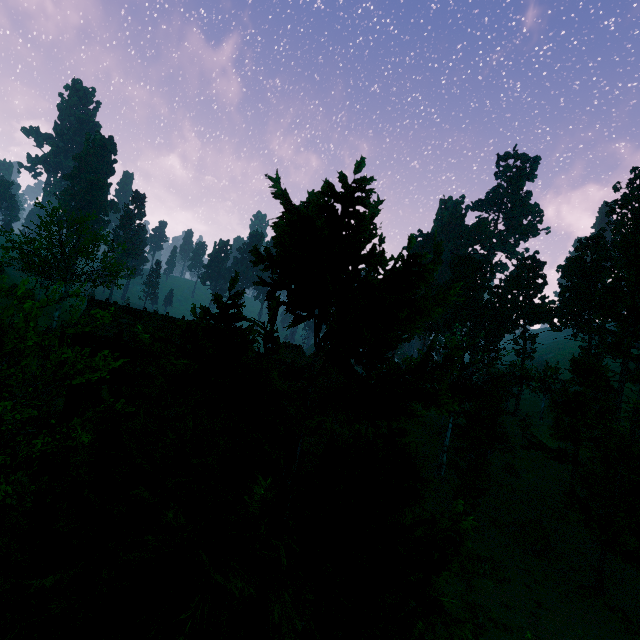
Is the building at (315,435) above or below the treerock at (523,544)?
above

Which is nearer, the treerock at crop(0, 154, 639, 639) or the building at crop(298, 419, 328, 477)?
the treerock at crop(0, 154, 639, 639)

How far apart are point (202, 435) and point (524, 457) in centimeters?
4397cm

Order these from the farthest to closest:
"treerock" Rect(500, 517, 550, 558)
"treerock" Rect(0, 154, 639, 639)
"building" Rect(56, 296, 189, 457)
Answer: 1. "treerock" Rect(500, 517, 550, 558)
2. "building" Rect(56, 296, 189, 457)
3. "treerock" Rect(0, 154, 639, 639)

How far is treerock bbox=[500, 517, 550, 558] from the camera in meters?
20.7 m

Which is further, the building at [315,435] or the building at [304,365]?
the building at [304,365]

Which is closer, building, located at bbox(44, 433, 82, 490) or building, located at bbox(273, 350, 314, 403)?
building, located at bbox(44, 433, 82, 490)
